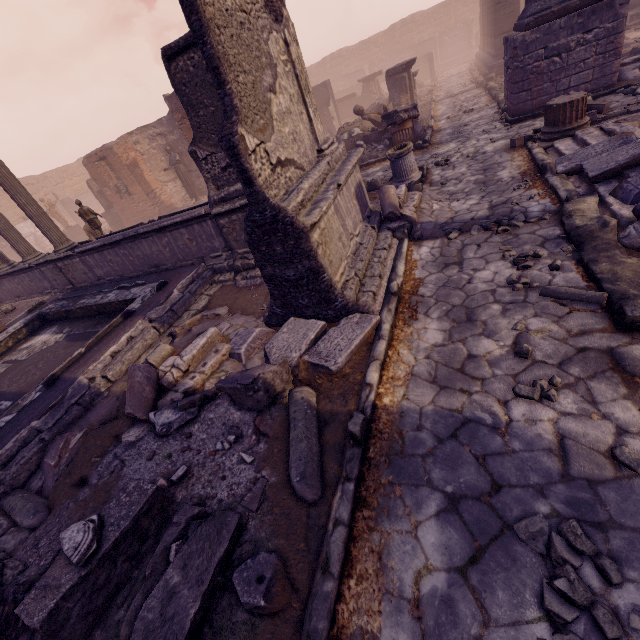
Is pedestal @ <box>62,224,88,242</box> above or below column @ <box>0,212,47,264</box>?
below

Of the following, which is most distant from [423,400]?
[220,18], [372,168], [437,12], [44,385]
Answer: [437,12]

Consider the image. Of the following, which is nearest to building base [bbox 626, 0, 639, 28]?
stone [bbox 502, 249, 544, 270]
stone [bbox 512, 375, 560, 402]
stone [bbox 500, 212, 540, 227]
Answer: stone [bbox 500, 212, 540, 227]

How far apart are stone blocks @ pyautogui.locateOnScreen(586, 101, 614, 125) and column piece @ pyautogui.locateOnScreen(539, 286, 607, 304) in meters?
5.7 m

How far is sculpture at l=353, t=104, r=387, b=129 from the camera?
13.2m

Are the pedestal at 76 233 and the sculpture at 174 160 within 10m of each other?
no

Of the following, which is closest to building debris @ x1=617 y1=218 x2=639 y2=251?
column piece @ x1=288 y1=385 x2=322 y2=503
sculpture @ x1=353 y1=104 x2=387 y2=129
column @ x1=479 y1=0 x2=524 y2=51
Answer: column piece @ x1=288 y1=385 x2=322 y2=503

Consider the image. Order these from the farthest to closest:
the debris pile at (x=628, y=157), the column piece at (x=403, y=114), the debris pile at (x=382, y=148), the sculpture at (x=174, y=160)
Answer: the sculpture at (x=174, y=160), the debris pile at (x=382, y=148), the column piece at (x=403, y=114), the debris pile at (x=628, y=157)
